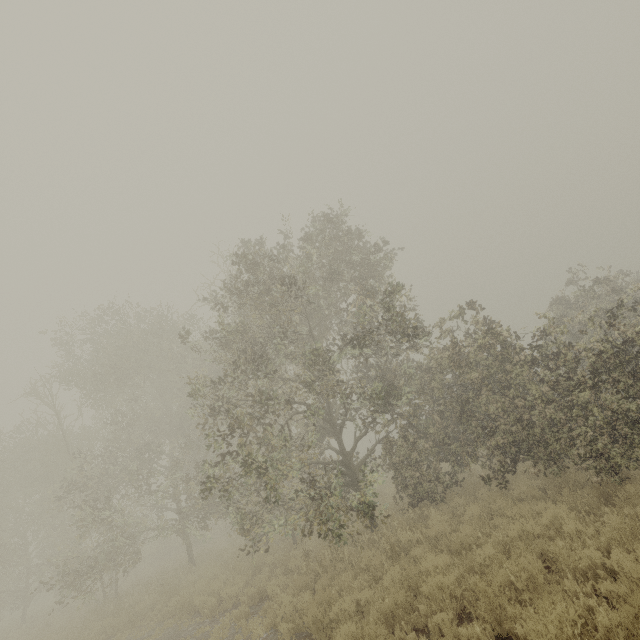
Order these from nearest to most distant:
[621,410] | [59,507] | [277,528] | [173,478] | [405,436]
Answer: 1. [621,410]
2. [277,528]
3. [405,436]
4. [173,478]
5. [59,507]
